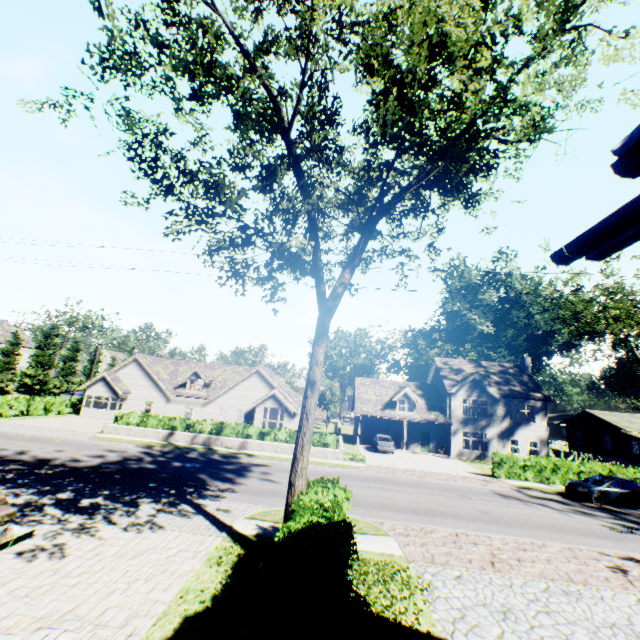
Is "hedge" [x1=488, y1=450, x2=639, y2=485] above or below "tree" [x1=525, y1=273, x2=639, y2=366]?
below

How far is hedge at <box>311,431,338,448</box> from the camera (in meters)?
26.36

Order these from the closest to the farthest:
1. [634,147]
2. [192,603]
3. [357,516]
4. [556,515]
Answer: [634,147] < [192,603] < [357,516] < [556,515]

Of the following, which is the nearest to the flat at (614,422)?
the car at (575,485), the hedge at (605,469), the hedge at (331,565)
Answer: the hedge at (605,469)

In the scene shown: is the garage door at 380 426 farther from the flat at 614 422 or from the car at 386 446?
the flat at 614 422

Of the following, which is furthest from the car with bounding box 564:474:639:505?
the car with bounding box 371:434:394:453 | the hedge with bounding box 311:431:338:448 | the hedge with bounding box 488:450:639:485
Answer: the hedge with bounding box 311:431:338:448

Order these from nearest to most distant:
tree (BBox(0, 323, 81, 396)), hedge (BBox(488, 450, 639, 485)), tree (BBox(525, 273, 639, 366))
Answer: hedge (BBox(488, 450, 639, 485)), tree (BBox(525, 273, 639, 366)), tree (BBox(0, 323, 81, 396))

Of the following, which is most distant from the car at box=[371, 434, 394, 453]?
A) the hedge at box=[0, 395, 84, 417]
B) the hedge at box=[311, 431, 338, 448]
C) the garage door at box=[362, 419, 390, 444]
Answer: the hedge at box=[0, 395, 84, 417]
